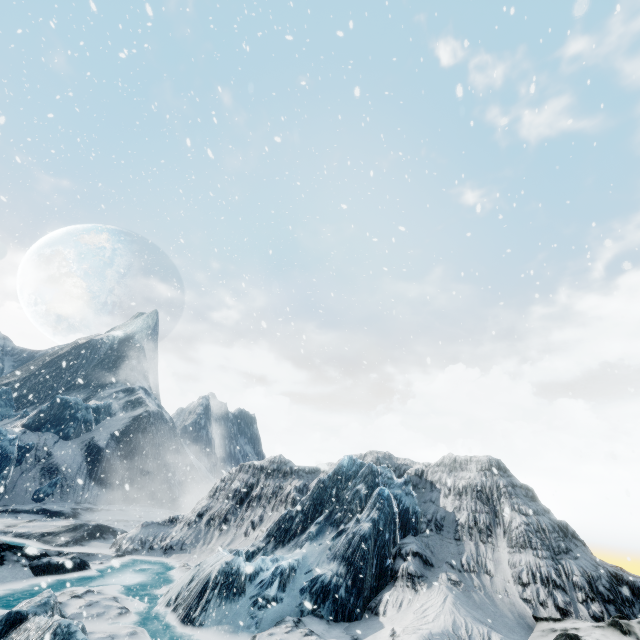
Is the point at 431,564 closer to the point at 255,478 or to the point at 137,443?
the point at 255,478
